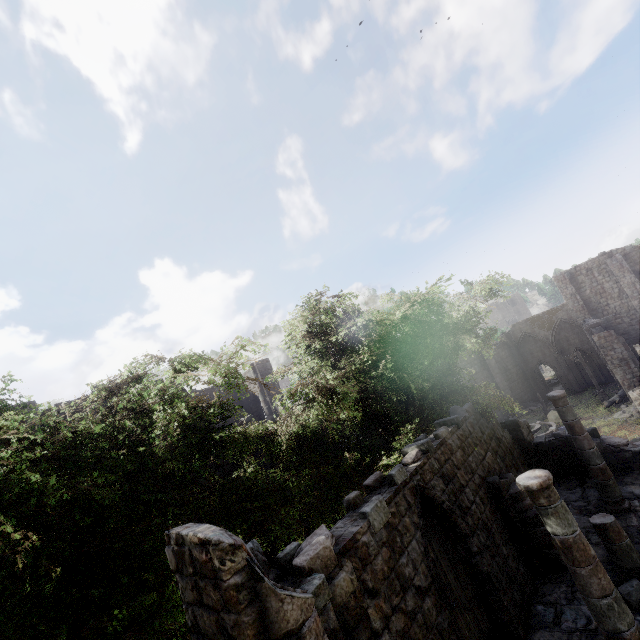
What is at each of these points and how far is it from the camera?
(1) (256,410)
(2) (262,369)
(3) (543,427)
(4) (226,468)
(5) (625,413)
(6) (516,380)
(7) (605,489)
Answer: (1) building, 28.2m
(2) building, 26.1m
(3) fountain, 26.0m
(4) building, 17.6m
(5) rubble, 22.3m
(6) building, 39.2m
(7) building, 10.6m

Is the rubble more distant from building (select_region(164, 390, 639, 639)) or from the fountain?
the fountain

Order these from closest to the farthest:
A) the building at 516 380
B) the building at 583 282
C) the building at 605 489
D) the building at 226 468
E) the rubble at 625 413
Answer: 1. the building at 605 489
2. the building at 226 468
3. the rubble at 625 413
4. the building at 583 282
5. the building at 516 380

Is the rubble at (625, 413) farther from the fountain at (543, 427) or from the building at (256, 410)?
the fountain at (543, 427)

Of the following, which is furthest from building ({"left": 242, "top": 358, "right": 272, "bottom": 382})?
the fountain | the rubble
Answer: the fountain

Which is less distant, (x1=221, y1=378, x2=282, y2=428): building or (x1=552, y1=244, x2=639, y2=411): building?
(x1=552, y1=244, x2=639, y2=411): building

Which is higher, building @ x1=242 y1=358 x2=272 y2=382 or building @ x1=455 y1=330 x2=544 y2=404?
building @ x1=242 y1=358 x2=272 y2=382
